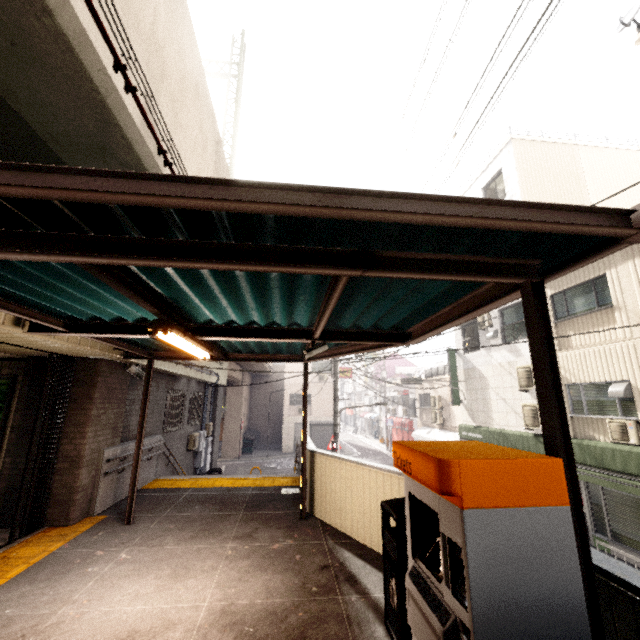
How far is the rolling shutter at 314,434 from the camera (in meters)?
28.39

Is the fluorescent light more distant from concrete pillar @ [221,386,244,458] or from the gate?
concrete pillar @ [221,386,244,458]

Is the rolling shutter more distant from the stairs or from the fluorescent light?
the fluorescent light

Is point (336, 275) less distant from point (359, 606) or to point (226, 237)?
point (226, 237)

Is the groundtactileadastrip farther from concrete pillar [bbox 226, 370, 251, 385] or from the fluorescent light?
concrete pillar [bbox 226, 370, 251, 385]

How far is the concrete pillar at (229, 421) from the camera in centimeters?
2517cm

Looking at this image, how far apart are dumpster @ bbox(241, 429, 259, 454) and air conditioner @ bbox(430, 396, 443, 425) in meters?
14.6

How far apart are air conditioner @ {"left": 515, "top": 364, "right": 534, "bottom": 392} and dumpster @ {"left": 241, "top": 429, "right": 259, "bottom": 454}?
21.2 meters
